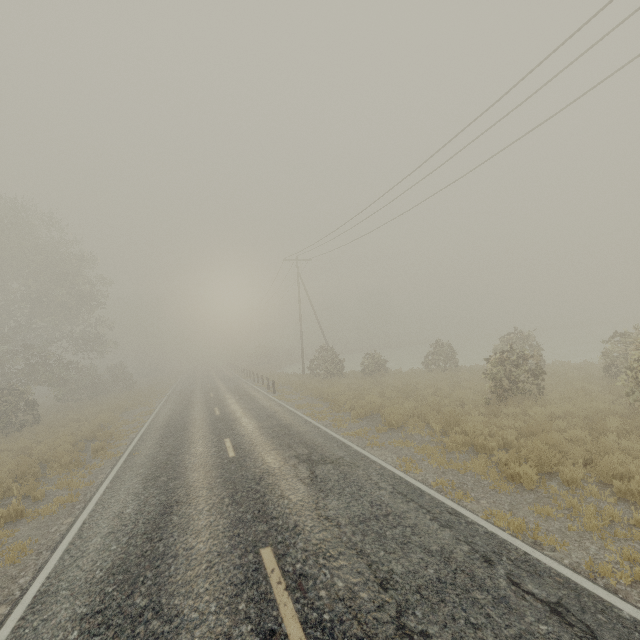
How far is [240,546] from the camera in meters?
5.6 m
